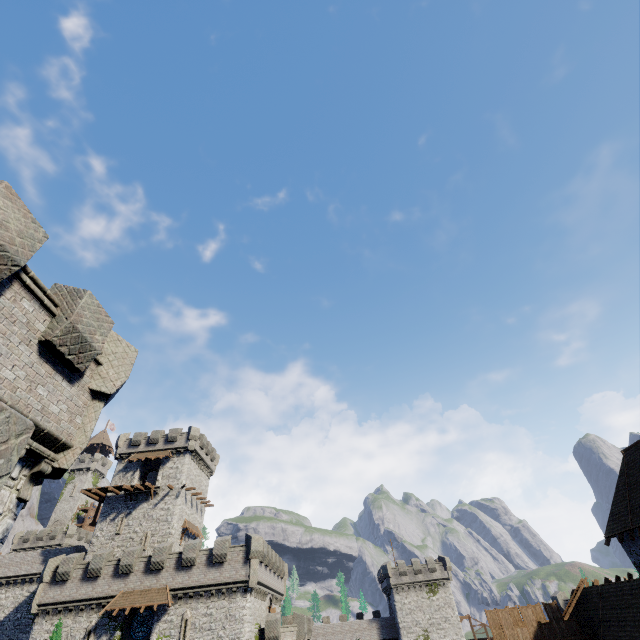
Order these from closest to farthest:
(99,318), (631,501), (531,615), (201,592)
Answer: (99,318) → (631,501) → (531,615) → (201,592)

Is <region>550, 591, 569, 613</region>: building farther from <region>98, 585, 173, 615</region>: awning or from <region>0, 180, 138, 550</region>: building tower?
<region>0, 180, 138, 550</region>: building tower

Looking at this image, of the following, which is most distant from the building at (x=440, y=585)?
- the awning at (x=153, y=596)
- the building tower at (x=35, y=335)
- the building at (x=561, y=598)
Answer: the building tower at (x=35, y=335)

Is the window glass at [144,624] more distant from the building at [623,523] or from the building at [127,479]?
the building at [623,523]

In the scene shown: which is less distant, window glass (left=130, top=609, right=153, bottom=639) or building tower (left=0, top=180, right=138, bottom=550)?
building tower (left=0, top=180, right=138, bottom=550)

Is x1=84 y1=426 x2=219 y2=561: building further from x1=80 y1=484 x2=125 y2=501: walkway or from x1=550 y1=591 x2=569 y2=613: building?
x1=550 y1=591 x2=569 y2=613: building

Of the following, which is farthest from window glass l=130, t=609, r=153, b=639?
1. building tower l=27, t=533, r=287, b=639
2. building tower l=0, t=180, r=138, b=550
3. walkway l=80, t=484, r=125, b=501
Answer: building tower l=0, t=180, r=138, b=550

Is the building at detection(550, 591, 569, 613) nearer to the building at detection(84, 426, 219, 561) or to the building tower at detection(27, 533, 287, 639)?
the building tower at detection(27, 533, 287, 639)
